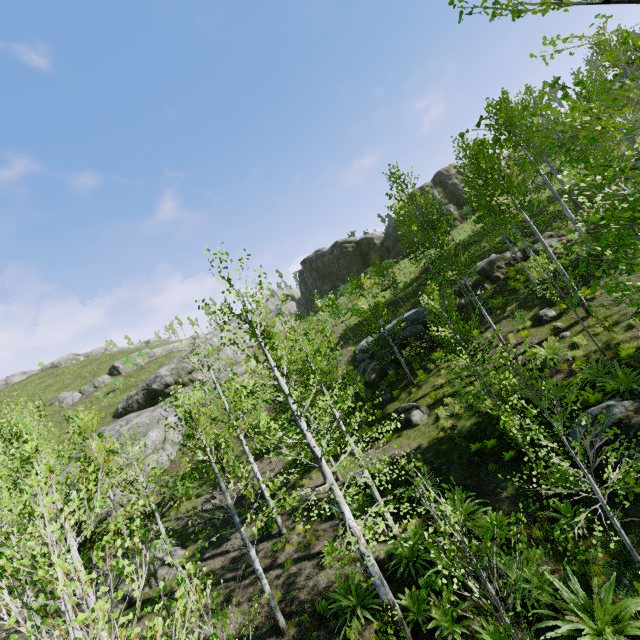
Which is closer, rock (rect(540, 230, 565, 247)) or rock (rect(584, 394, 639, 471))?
rock (rect(584, 394, 639, 471))

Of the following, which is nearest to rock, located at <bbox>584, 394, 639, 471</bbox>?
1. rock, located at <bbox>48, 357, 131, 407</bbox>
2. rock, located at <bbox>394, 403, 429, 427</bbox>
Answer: rock, located at <bbox>394, 403, 429, 427</bbox>

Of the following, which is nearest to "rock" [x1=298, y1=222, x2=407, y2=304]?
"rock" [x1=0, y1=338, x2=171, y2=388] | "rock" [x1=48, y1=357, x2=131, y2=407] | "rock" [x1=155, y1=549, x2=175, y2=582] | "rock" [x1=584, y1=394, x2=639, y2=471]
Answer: "rock" [x1=48, y1=357, x2=131, y2=407]

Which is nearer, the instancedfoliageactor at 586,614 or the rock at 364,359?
the instancedfoliageactor at 586,614

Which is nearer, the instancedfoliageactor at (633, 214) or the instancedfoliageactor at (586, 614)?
the instancedfoliageactor at (586, 614)

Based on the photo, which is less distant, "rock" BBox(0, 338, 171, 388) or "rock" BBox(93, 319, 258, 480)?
"rock" BBox(93, 319, 258, 480)

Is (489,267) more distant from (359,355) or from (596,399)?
(596,399)

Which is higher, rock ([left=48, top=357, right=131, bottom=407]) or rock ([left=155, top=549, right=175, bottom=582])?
rock ([left=48, top=357, right=131, bottom=407])
